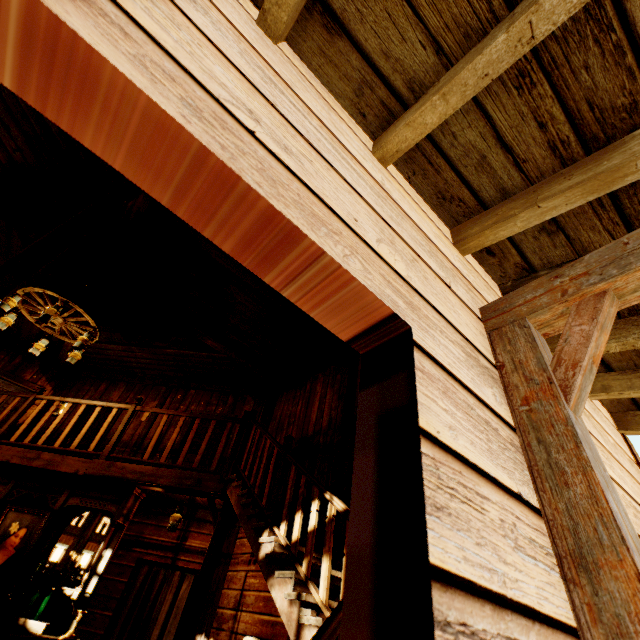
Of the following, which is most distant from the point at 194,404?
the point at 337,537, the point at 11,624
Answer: the point at 337,537

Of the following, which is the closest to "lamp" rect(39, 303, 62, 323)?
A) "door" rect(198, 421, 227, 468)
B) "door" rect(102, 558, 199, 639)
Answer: "door" rect(198, 421, 227, 468)

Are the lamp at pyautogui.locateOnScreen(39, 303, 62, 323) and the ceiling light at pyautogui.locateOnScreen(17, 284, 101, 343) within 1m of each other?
yes

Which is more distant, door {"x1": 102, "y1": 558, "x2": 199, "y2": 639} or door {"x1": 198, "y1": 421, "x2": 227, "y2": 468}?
door {"x1": 198, "y1": 421, "x2": 227, "y2": 468}

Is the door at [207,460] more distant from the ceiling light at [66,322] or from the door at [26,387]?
the door at [26,387]

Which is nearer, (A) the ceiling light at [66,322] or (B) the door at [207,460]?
(A) the ceiling light at [66,322]

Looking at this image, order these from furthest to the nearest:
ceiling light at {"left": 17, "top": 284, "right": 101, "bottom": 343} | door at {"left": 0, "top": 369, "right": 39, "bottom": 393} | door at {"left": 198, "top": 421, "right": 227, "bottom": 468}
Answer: door at {"left": 0, "top": 369, "right": 39, "bottom": 393}
door at {"left": 198, "top": 421, "right": 227, "bottom": 468}
ceiling light at {"left": 17, "top": 284, "right": 101, "bottom": 343}

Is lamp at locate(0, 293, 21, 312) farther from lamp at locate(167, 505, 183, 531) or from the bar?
lamp at locate(167, 505, 183, 531)
